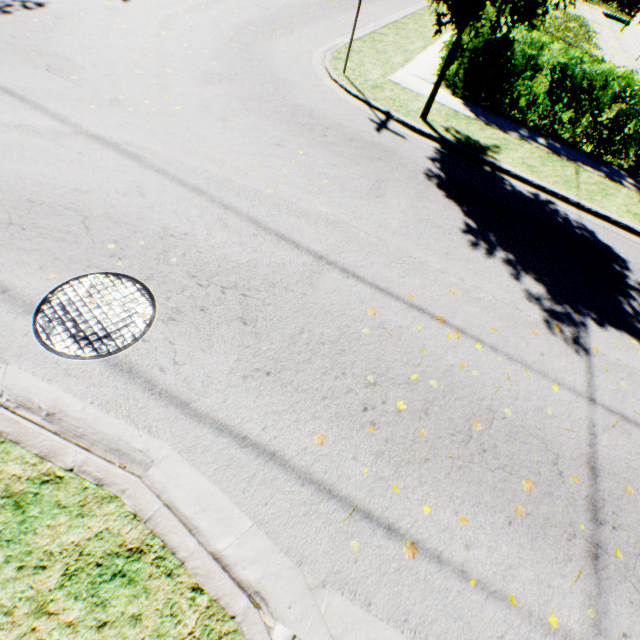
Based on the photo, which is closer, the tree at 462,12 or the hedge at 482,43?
the tree at 462,12

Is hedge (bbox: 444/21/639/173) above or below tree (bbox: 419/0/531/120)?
below

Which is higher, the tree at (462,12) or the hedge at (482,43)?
the tree at (462,12)

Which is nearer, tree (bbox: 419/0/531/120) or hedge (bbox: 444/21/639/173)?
tree (bbox: 419/0/531/120)

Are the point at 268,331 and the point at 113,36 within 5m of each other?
no
